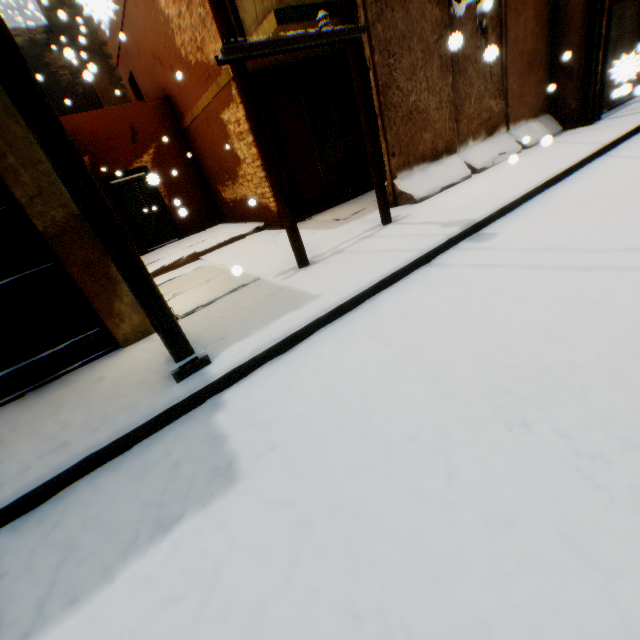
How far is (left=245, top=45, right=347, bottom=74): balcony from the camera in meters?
6.4

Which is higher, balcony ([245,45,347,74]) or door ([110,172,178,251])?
balcony ([245,45,347,74])

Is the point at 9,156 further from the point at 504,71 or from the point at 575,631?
the point at 504,71

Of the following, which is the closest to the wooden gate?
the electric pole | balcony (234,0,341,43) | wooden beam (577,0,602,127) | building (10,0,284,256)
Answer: building (10,0,284,256)

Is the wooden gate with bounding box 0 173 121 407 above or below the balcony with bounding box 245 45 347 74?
below

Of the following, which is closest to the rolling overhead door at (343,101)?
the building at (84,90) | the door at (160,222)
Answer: the building at (84,90)

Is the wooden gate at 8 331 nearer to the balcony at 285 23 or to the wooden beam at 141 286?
the wooden beam at 141 286

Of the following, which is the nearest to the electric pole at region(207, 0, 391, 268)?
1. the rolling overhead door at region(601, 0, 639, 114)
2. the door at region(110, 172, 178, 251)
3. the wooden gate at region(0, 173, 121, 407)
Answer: the rolling overhead door at region(601, 0, 639, 114)
